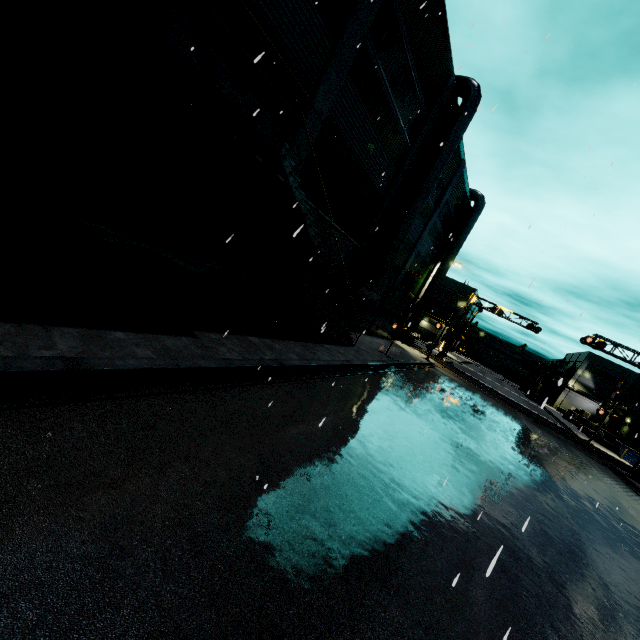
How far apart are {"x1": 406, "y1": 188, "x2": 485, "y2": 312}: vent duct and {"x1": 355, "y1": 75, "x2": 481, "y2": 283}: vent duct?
12.3m

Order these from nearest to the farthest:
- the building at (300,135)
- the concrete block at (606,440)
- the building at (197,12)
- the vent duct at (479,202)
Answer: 1. the building at (197,12)
2. the building at (300,135)
3. the vent duct at (479,202)
4. the concrete block at (606,440)

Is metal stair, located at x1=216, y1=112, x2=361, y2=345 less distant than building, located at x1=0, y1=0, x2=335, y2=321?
No

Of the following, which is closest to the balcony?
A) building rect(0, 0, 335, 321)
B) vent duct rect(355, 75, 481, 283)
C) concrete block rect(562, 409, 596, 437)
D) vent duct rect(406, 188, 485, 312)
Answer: building rect(0, 0, 335, 321)

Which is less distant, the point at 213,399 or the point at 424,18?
the point at 213,399

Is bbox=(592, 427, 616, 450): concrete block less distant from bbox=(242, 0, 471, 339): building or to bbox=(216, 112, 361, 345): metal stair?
bbox=(242, 0, 471, 339): building

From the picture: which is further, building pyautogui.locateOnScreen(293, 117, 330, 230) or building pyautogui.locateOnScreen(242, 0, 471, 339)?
building pyautogui.locateOnScreen(293, 117, 330, 230)

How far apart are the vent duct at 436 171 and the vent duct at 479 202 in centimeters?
1226cm
